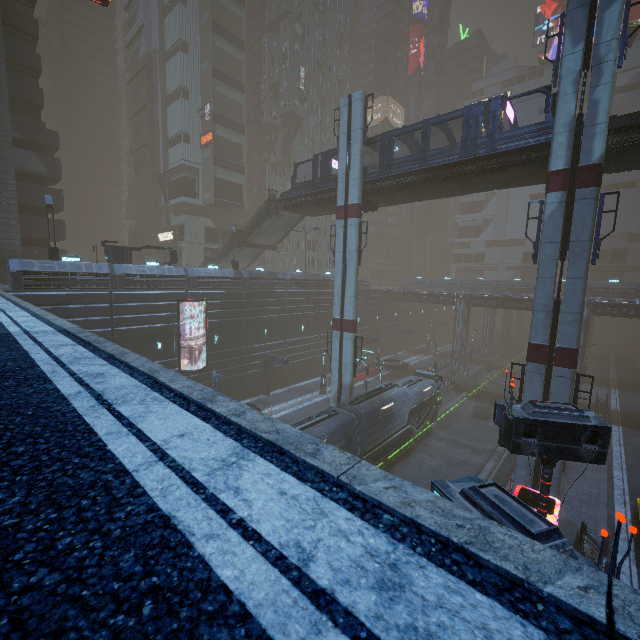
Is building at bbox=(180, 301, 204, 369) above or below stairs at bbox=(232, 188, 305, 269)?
below

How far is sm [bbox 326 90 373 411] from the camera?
24.1m

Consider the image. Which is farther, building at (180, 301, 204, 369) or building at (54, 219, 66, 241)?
building at (54, 219, 66, 241)

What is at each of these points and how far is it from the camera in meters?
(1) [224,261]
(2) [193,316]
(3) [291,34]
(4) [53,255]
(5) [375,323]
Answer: (1) stairs, 40.8
(2) building, 29.6
(3) building, 53.7
(4) street light, 23.8
(5) building, 53.8

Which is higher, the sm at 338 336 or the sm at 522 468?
the sm at 338 336

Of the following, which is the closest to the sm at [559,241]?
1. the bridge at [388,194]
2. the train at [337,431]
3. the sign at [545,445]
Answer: the bridge at [388,194]

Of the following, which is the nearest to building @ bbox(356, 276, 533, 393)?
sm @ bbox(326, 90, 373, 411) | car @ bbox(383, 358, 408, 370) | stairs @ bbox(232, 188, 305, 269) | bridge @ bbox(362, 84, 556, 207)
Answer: sm @ bbox(326, 90, 373, 411)

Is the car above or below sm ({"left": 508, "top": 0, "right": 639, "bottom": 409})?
below
